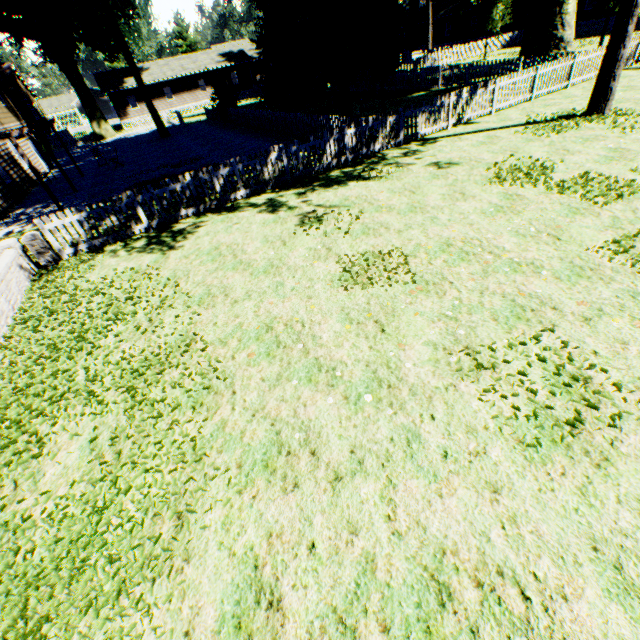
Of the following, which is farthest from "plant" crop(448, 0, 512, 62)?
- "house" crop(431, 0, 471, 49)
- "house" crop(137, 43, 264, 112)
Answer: "house" crop(137, 43, 264, 112)

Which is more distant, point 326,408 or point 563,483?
point 326,408

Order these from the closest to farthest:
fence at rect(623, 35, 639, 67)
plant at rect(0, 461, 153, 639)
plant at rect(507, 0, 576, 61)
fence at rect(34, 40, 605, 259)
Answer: plant at rect(0, 461, 153, 639) → fence at rect(34, 40, 605, 259) → fence at rect(623, 35, 639, 67) → plant at rect(507, 0, 576, 61)

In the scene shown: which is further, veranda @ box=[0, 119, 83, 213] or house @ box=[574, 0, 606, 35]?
house @ box=[574, 0, 606, 35]

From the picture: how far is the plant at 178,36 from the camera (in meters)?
57.09

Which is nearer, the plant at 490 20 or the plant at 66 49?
the plant at 66 49

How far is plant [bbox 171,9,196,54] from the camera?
57.09m

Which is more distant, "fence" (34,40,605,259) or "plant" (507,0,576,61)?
"plant" (507,0,576,61)
